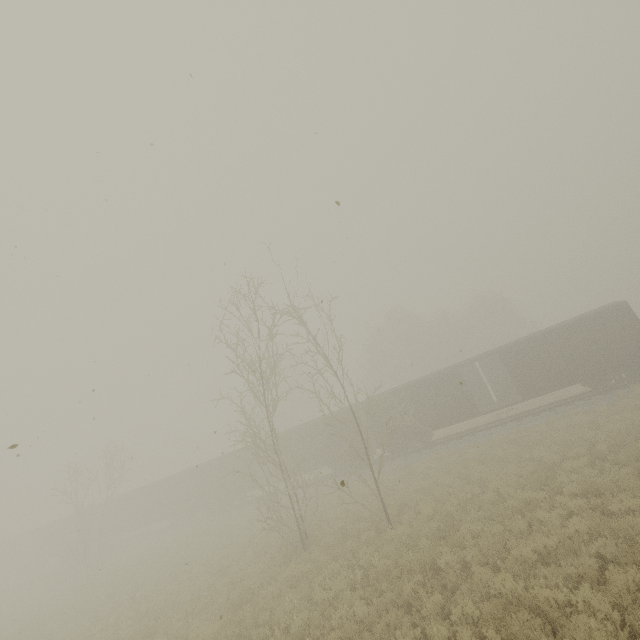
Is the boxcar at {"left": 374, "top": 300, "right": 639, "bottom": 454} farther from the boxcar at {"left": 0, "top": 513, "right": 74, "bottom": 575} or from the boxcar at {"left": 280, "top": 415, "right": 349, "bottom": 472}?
the boxcar at {"left": 0, "top": 513, "right": 74, "bottom": 575}

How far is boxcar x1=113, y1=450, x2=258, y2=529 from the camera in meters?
29.8

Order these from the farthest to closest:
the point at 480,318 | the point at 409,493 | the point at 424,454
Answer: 1. the point at 480,318
2. the point at 424,454
3. the point at 409,493

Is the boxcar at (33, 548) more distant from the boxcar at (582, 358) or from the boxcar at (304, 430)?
the boxcar at (582, 358)

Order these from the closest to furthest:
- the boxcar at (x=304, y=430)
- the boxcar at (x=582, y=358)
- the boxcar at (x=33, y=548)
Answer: the boxcar at (x=582, y=358), the boxcar at (x=304, y=430), the boxcar at (x=33, y=548)

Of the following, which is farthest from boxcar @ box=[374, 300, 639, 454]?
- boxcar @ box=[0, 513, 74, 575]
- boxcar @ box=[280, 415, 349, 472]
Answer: boxcar @ box=[0, 513, 74, 575]
